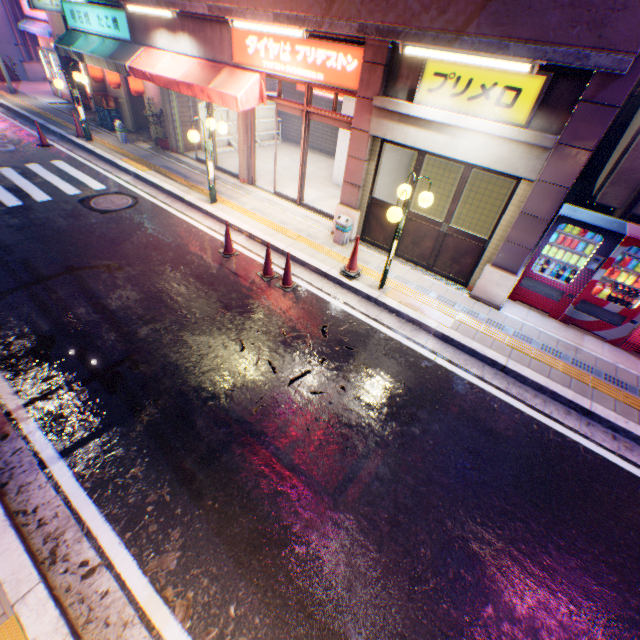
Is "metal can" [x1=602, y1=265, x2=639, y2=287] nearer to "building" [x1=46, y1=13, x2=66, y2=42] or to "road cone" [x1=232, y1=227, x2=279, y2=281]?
"road cone" [x1=232, y1=227, x2=279, y2=281]

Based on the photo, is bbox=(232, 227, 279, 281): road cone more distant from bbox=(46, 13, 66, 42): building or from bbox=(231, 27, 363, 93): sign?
bbox=(46, 13, 66, 42): building

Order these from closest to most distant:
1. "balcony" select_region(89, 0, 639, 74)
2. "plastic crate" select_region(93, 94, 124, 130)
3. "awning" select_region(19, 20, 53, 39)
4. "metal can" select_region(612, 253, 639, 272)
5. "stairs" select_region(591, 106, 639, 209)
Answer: "balcony" select_region(89, 0, 639, 74) < "metal can" select_region(612, 253, 639, 272) < "stairs" select_region(591, 106, 639, 209) < "plastic crate" select_region(93, 94, 124, 130) < "awning" select_region(19, 20, 53, 39)

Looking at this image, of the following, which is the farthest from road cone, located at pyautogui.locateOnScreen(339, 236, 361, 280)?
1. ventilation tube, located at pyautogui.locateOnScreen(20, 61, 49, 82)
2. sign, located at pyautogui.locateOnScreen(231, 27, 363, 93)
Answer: ventilation tube, located at pyautogui.locateOnScreen(20, 61, 49, 82)

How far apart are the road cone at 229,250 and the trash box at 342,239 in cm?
200

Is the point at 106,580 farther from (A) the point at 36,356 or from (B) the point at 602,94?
(B) the point at 602,94

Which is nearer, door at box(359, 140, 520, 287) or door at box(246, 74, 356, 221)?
door at box(359, 140, 520, 287)

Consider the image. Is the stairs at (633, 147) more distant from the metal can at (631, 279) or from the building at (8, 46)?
the building at (8, 46)
